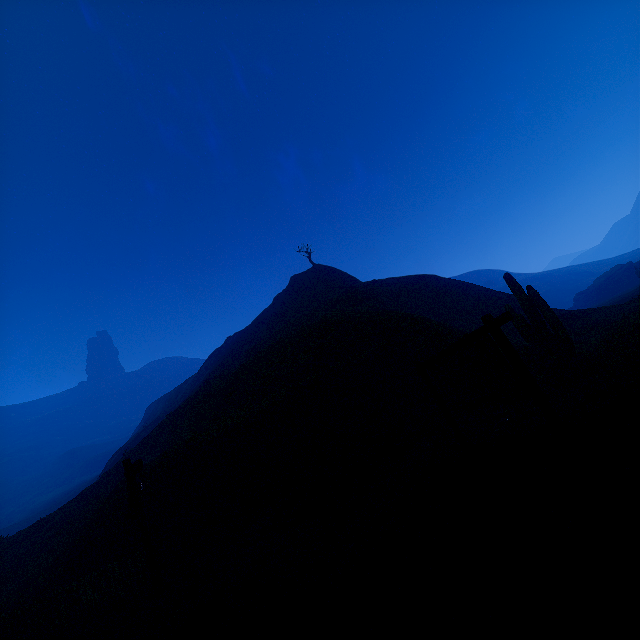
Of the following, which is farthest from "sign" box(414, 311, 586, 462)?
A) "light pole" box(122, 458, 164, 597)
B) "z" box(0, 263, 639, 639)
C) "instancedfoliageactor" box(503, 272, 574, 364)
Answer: "instancedfoliageactor" box(503, 272, 574, 364)

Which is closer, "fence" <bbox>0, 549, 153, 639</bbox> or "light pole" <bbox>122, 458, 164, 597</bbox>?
"light pole" <bbox>122, 458, 164, 597</bbox>

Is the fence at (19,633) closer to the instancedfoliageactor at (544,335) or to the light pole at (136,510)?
the light pole at (136,510)

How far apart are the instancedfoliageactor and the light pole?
13.46m

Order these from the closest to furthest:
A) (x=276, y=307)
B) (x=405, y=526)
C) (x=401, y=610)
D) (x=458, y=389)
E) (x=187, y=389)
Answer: (x=401, y=610) < (x=405, y=526) < (x=458, y=389) < (x=276, y=307) < (x=187, y=389)

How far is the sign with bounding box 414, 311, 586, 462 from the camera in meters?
4.6 m

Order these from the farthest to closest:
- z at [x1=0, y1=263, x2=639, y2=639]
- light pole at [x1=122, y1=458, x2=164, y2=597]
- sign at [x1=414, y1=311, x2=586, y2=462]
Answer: light pole at [x1=122, y1=458, x2=164, y2=597], sign at [x1=414, y1=311, x2=586, y2=462], z at [x1=0, y1=263, x2=639, y2=639]

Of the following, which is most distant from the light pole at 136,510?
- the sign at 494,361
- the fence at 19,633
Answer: the sign at 494,361
